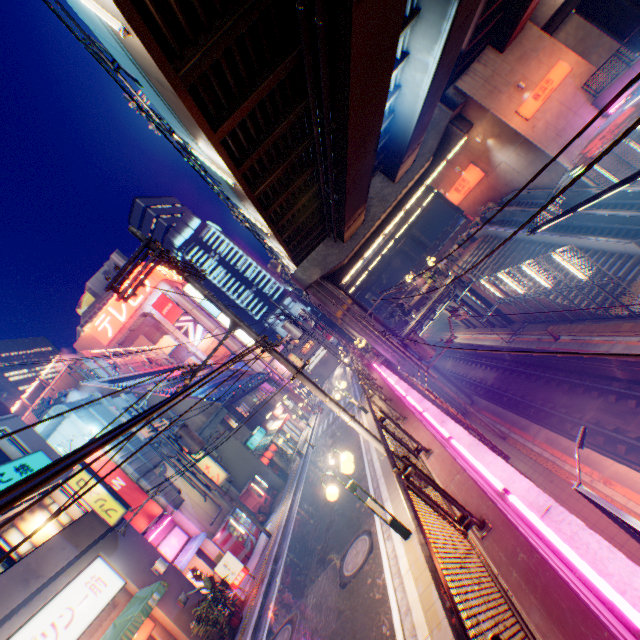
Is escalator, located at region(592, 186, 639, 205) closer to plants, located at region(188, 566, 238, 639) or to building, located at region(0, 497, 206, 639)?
plants, located at region(188, 566, 238, 639)

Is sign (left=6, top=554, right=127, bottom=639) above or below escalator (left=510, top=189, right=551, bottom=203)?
above

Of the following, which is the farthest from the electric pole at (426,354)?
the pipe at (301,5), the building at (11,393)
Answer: the building at (11,393)

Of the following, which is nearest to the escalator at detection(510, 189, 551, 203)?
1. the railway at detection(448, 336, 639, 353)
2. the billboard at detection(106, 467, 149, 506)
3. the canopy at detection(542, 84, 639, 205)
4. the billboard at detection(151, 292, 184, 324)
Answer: the canopy at detection(542, 84, 639, 205)

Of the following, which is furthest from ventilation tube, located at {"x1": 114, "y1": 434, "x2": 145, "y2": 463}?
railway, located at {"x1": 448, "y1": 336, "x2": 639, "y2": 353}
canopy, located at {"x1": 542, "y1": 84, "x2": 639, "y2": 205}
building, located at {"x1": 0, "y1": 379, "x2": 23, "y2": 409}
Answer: building, located at {"x1": 0, "y1": 379, "x2": 23, "y2": 409}

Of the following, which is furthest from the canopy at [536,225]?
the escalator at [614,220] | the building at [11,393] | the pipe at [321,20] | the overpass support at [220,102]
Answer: the building at [11,393]

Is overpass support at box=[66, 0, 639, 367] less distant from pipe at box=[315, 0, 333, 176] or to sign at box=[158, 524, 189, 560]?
pipe at box=[315, 0, 333, 176]

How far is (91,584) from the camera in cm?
1003
